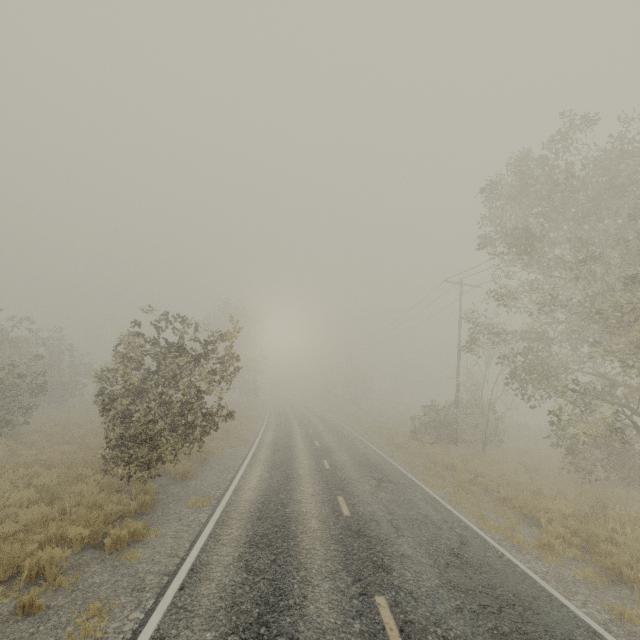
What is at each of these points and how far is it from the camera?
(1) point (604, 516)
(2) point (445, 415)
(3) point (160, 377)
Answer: (1) tree, 10.6 meters
(2) tree, 23.2 meters
(3) tree, 9.5 meters

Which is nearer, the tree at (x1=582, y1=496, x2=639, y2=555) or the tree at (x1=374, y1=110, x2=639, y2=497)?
the tree at (x1=582, y1=496, x2=639, y2=555)

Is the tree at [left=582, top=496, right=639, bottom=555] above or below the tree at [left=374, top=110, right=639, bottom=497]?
below

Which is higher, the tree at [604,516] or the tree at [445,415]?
the tree at [445,415]

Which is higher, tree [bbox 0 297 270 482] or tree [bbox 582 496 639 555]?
tree [bbox 0 297 270 482]

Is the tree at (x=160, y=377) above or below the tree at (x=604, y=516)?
above

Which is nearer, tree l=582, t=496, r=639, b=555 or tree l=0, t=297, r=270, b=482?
tree l=582, t=496, r=639, b=555
